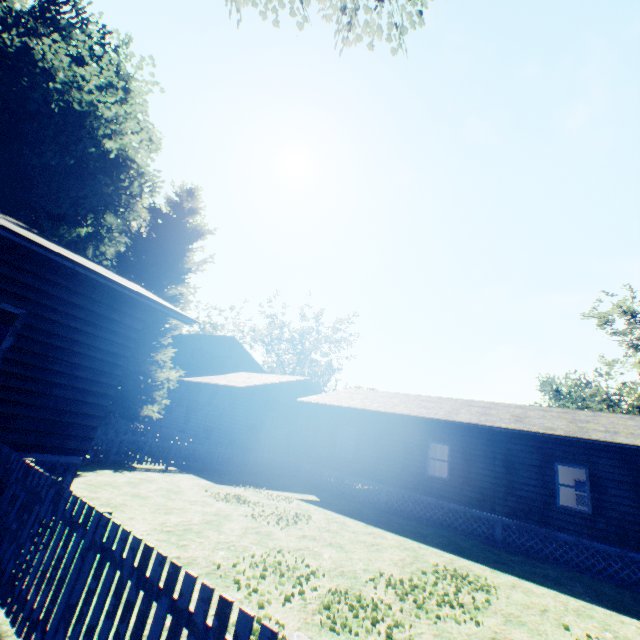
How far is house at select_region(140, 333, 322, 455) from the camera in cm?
2002

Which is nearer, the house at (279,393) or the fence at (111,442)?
the fence at (111,442)

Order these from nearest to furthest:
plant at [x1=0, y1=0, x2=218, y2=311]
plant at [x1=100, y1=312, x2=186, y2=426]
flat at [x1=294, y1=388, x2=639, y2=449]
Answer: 1. flat at [x1=294, y1=388, x2=639, y2=449]
2. plant at [x1=100, y1=312, x2=186, y2=426]
3. plant at [x1=0, y1=0, x2=218, y2=311]

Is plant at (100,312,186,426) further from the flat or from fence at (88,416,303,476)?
the flat

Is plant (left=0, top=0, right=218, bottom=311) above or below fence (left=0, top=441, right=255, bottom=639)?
above

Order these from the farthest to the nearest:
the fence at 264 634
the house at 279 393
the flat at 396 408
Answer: the house at 279 393
the flat at 396 408
the fence at 264 634

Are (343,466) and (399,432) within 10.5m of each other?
yes

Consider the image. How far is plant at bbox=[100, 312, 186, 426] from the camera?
15.0 meters
